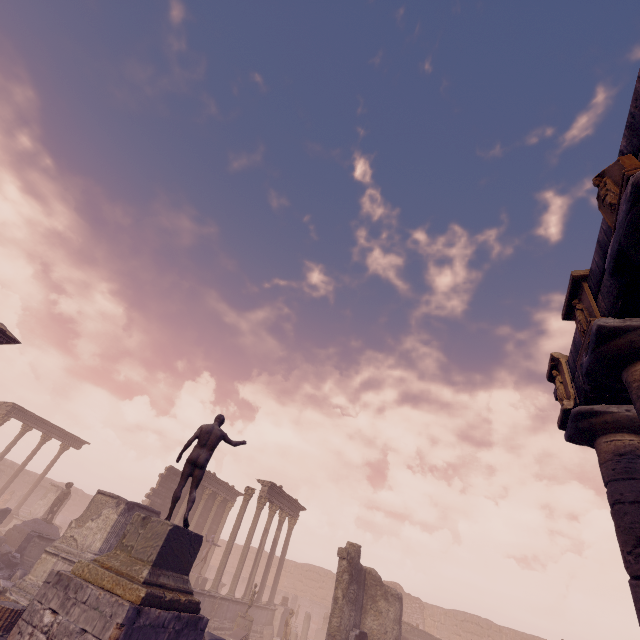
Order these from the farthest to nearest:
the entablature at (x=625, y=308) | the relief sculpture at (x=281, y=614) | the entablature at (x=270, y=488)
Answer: the entablature at (x=270, y=488) → the relief sculpture at (x=281, y=614) → the entablature at (x=625, y=308)

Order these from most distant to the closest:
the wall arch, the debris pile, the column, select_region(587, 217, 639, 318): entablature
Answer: the wall arch < the debris pile < select_region(587, 217, 639, 318): entablature < the column

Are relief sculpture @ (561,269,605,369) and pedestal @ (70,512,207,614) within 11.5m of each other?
yes

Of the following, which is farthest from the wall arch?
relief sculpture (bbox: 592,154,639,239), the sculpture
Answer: relief sculpture (bbox: 592,154,639,239)

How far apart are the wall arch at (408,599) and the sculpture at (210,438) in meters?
31.8

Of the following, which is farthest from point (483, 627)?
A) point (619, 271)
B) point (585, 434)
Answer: point (619, 271)

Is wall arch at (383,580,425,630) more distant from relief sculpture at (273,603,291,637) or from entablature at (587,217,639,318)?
entablature at (587,217,639,318)

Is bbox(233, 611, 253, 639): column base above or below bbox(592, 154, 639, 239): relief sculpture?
below
